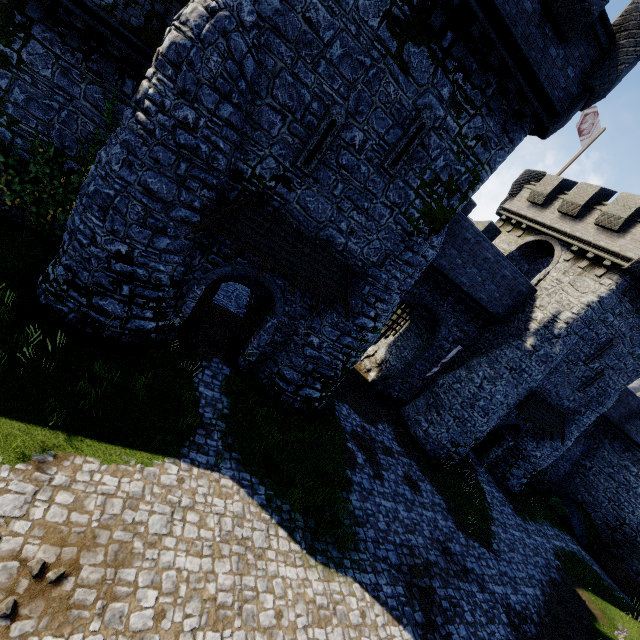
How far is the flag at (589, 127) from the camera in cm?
1936

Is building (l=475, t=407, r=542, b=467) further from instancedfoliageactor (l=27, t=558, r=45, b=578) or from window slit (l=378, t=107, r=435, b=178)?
instancedfoliageactor (l=27, t=558, r=45, b=578)

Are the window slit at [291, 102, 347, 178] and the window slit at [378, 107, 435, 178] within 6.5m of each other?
yes

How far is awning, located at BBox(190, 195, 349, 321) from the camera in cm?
992

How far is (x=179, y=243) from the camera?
10.2 meters

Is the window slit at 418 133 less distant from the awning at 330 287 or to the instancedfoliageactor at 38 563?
the awning at 330 287

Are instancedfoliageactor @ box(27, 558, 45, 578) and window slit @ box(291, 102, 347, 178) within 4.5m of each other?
no

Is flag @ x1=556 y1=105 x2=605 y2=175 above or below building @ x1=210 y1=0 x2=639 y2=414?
above
